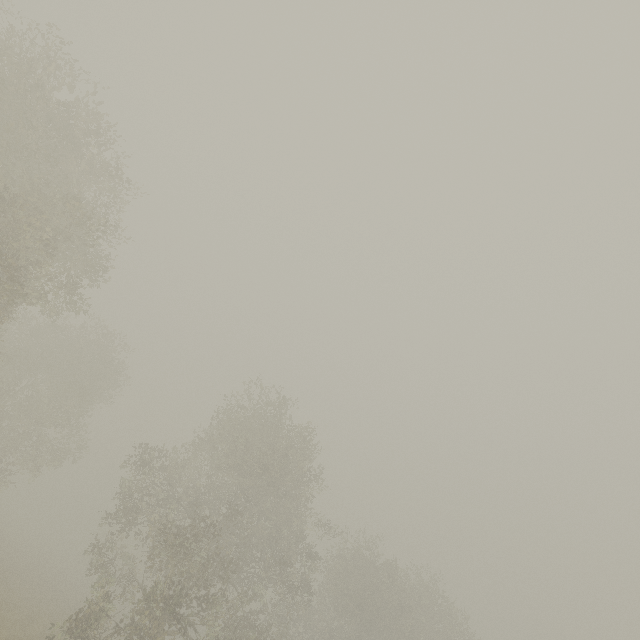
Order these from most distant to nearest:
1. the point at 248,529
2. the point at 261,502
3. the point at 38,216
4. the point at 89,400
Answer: the point at 89,400 < the point at 261,502 < the point at 248,529 < the point at 38,216
